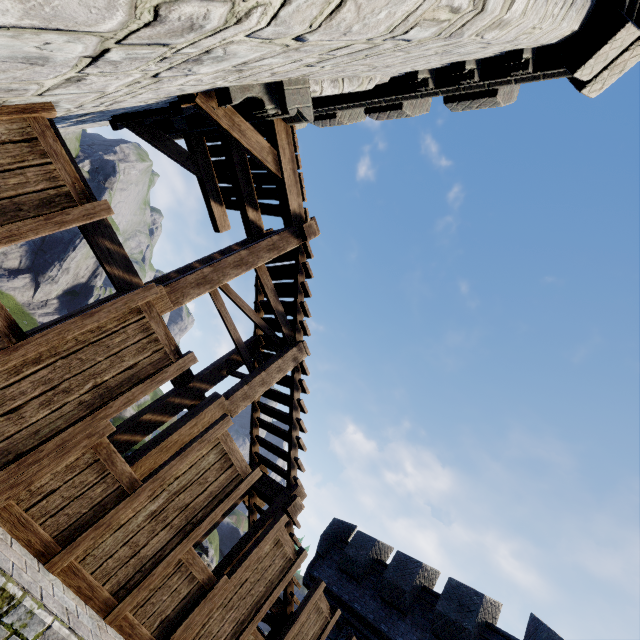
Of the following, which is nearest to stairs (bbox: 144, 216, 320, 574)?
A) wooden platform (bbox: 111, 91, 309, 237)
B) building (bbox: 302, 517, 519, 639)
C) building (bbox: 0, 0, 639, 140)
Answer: wooden platform (bbox: 111, 91, 309, 237)

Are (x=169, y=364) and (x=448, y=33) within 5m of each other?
yes

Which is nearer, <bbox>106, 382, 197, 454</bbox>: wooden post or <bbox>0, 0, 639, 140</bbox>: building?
<bbox>0, 0, 639, 140</bbox>: building

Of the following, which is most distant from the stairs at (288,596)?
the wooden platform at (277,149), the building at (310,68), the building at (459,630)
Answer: the building at (459,630)

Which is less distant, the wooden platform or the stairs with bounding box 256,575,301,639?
the wooden platform

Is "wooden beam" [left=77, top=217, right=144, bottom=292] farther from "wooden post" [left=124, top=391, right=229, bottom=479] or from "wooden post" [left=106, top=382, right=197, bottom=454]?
"wooden post" [left=124, top=391, right=229, bottom=479]

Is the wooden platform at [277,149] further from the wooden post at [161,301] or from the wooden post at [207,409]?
the wooden post at [207,409]

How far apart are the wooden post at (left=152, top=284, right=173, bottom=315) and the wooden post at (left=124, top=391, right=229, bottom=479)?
1.5m
